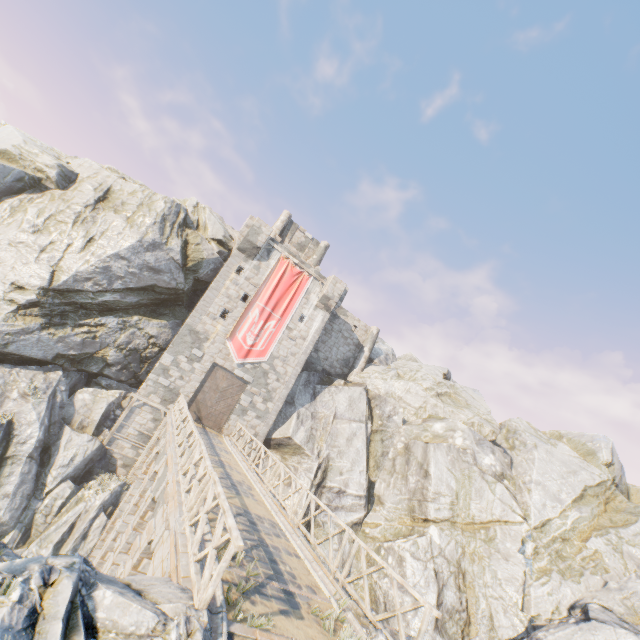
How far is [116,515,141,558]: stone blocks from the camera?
9.6 meters

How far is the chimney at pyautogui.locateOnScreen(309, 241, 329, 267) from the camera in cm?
3177

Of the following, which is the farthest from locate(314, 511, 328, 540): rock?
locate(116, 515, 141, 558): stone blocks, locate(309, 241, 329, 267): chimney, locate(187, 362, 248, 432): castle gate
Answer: locate(309, 241, 329, 267): chimney

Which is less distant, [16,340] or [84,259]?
[16,340]

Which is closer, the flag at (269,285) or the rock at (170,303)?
the rock at (170,303)

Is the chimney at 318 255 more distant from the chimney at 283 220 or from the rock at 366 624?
the rock at 366 624

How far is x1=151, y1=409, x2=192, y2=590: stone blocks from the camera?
5.57m

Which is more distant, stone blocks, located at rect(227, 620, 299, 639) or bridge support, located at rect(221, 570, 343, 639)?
bridge support, located at rect(221, 570, 343, 639)
